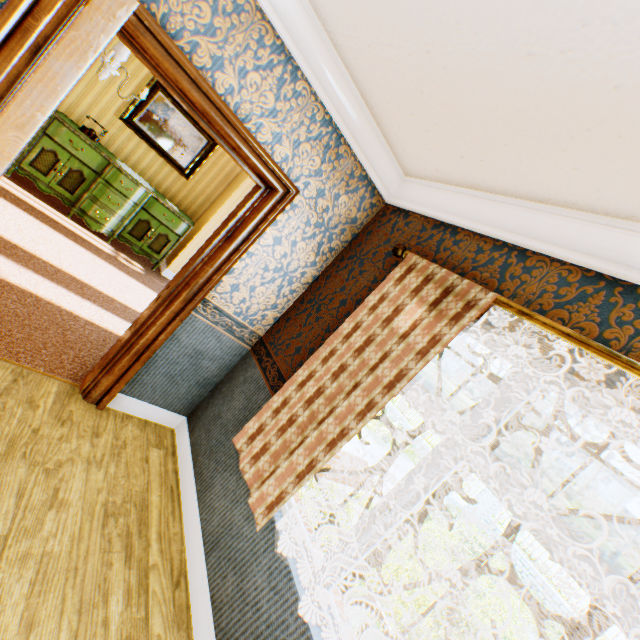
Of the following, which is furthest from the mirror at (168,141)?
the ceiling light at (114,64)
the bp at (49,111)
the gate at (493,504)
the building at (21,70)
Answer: the gate at (493,504)

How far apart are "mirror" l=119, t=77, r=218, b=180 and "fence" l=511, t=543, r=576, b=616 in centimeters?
1539cm

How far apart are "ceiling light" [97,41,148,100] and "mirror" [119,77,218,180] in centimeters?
200cm

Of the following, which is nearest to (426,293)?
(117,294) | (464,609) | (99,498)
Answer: (99,498)

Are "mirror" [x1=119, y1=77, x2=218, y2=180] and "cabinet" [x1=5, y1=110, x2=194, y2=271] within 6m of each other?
yes

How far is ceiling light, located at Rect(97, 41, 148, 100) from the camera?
3.2m

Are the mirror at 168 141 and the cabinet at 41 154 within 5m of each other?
yes

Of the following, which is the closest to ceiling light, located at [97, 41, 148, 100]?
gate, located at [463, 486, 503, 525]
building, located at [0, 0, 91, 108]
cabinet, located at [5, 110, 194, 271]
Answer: building, located at [0, 0, 91, 108]
